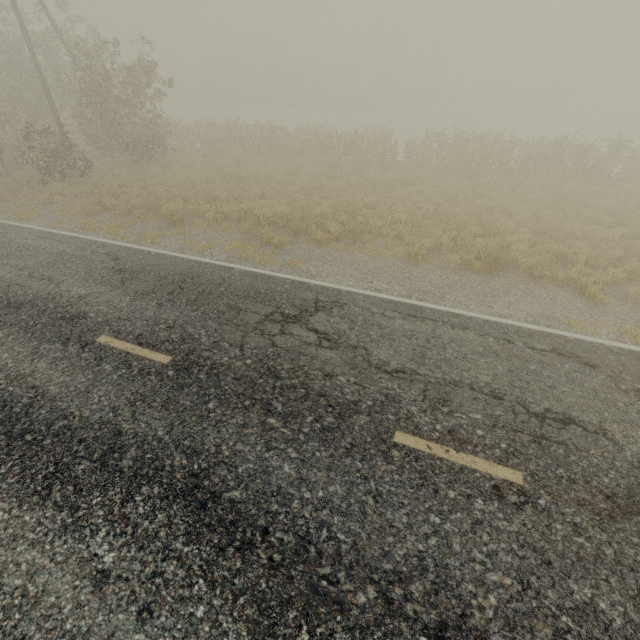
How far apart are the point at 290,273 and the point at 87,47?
21.9 meters
